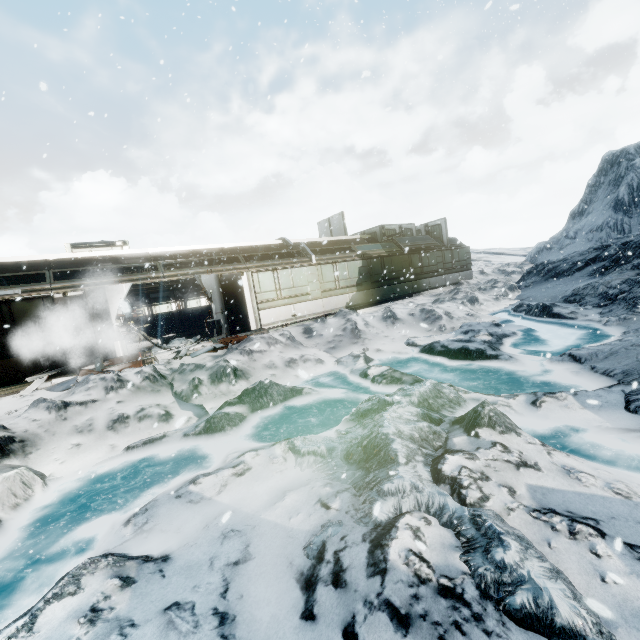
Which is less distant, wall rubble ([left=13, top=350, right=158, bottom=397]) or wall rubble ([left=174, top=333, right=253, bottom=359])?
wall rubble ([left=13, top=350, right=158, bottom=397])

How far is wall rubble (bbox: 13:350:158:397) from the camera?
9.59m

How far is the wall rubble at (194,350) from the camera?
11.5m

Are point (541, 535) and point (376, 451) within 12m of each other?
yes

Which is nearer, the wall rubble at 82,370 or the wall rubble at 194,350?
the wall rubble at 82,370

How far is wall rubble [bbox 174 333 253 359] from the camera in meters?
11.5 m
